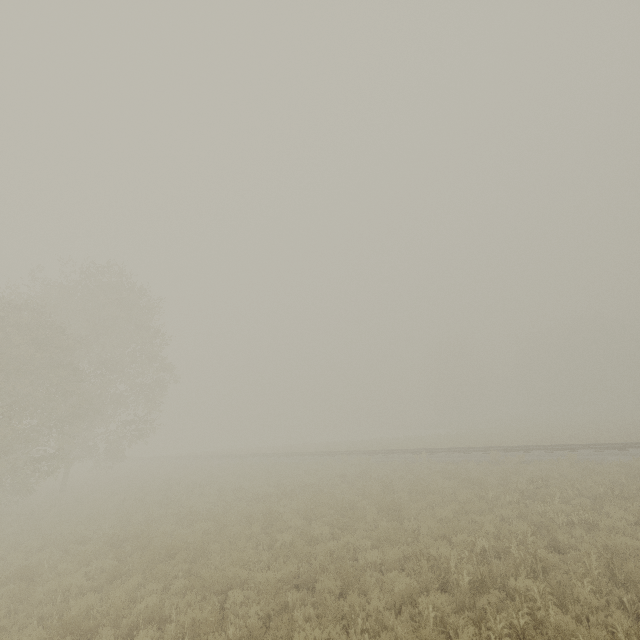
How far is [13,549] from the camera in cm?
1214
